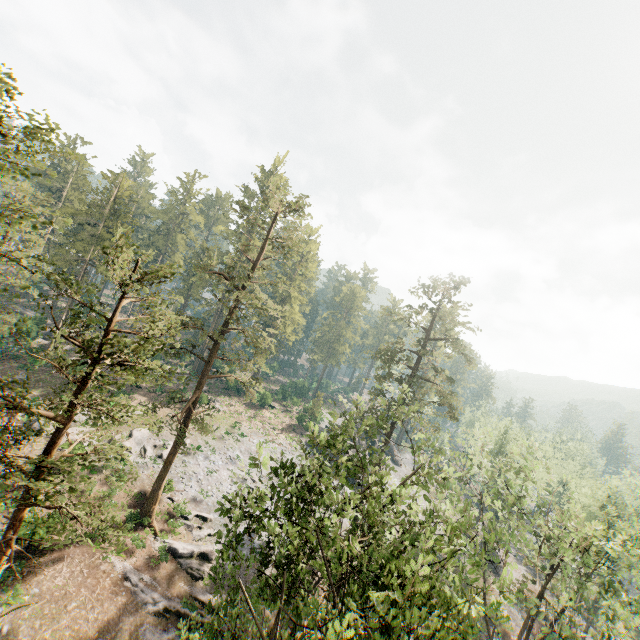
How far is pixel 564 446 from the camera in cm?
4144

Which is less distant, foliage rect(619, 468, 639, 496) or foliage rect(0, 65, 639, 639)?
foliage rect(0, 65, 639, 639)

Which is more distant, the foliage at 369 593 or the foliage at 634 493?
the foliage at 634 493
